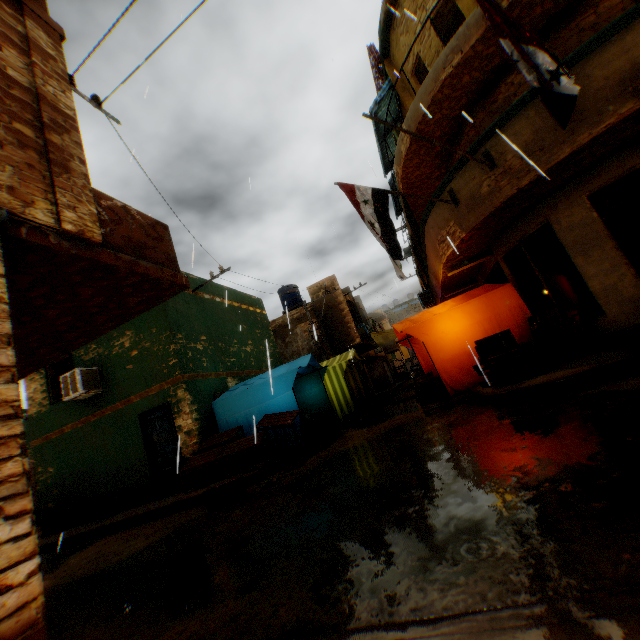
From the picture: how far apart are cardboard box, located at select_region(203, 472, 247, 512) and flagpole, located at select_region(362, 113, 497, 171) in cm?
705

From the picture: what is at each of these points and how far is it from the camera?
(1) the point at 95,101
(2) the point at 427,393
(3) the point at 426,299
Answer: (1) electrical contact, 5.8m
(2) cardboard box, 8.8m
(3) air conditioner, 17.2m

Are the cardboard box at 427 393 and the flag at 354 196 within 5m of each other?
yes

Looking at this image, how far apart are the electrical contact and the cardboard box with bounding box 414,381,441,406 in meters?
9.1 m

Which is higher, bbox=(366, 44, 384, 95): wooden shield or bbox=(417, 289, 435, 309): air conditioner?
bbox=(366, 44, 384, 95): wooden shield

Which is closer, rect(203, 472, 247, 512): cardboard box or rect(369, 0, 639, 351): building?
rect(369, 0, 639, 351): building

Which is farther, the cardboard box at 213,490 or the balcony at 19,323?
the cardboard box at 213,490

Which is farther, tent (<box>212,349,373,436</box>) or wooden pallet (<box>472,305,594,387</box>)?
tent (<box>212,349,373,436</box>)
